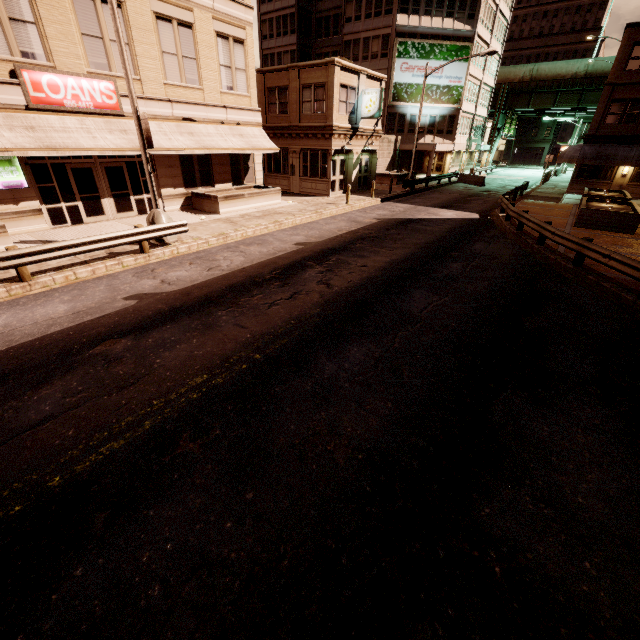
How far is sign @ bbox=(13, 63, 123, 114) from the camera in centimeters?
1238cm

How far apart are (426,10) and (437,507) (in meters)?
48.96

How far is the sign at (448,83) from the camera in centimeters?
3762cm

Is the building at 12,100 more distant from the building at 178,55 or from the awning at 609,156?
the awning at 609,156

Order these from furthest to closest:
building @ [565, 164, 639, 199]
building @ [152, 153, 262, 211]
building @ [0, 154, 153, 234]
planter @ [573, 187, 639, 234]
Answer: building @ [565, 164, 639, 199]
building @ [152, 153, 262, 211]
planter @ [573, 187, 639, 234]
building @ [0, 154, 153, 234]

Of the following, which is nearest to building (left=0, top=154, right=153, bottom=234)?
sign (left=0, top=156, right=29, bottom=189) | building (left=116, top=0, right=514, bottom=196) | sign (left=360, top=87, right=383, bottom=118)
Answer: sign (left=0, top=156, right=29, bottom=189)

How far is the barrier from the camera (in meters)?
34.09

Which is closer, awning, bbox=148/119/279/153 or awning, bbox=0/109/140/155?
awning, bbox=0/109/140/155
